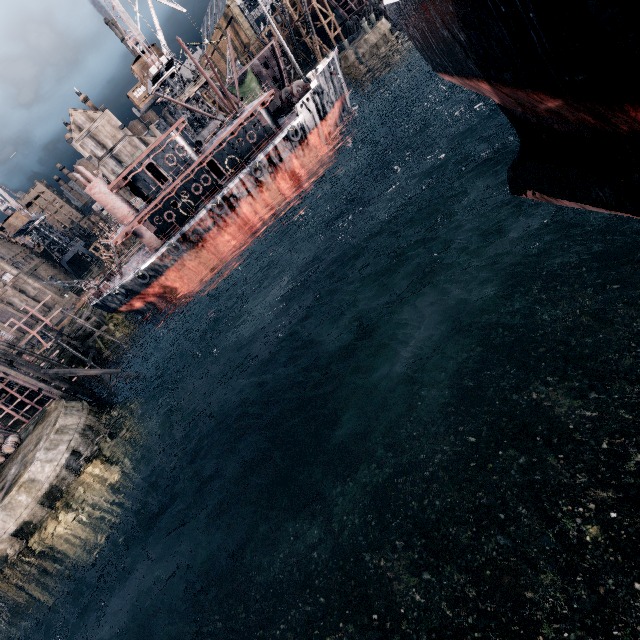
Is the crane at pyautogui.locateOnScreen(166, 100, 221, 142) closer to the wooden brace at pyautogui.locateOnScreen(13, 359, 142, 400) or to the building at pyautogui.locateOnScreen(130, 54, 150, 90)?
the building at pyautogui.locateOnScreen(130, 54, 150, 90)

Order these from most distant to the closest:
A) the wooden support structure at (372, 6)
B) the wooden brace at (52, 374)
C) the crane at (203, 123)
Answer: the wooden support structure at (372, 6) → the crane at (203, 123) → the wooden brace at (52, 374)

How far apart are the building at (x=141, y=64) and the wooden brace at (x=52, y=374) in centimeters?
4362cm

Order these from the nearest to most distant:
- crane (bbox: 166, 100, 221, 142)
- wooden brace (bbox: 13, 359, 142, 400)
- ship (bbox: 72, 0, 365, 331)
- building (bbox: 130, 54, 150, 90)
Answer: wooden brace (bbox: 13, 359, 142, 400) < ship (bbox: 72, 0, 365, 331) < building (bbox: 130, 54, 150, 90) < crane (bbox: 166, 100, 221, 142)

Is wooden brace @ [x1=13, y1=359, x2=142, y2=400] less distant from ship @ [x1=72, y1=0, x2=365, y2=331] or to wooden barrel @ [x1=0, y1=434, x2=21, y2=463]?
wooden barrel @ [x1=0, y1=434, x2=21, y2=463]

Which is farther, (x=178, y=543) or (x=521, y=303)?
(x=178, y=543)

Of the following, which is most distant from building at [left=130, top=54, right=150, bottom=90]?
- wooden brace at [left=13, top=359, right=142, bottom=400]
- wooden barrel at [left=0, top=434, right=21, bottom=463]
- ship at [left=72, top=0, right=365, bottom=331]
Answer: wooden barrel at [left=0, top=434, right=21, bottom=463]

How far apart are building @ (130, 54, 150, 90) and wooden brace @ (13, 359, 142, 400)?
43.62m
